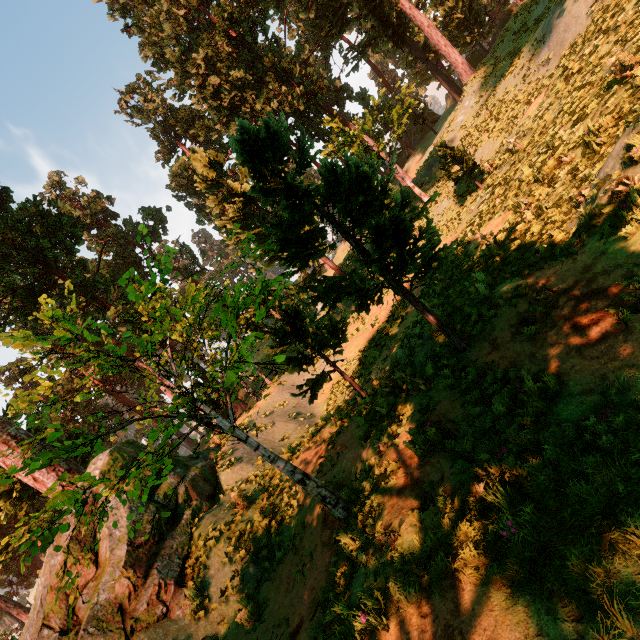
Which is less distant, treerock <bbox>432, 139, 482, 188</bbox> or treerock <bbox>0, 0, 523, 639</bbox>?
treerock <bbox>0, 0, 523, 639</bbox>

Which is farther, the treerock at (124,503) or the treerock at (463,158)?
the treerock at (463,158)

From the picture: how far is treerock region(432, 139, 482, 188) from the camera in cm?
1733

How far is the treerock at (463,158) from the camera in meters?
17.3 m

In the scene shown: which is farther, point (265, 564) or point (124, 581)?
point (124, 581)
